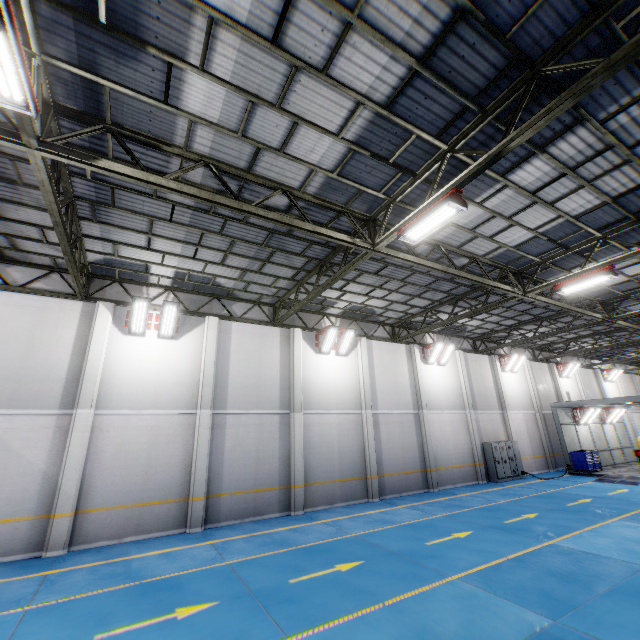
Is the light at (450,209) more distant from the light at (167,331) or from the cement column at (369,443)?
the cement column at (369,443)

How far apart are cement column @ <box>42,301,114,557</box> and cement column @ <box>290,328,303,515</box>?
7.2m

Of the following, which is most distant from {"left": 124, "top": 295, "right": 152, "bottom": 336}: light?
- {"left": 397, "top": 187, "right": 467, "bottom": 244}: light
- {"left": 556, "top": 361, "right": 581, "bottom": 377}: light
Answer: {"left": 556, "top": 361, "right": 581, "bottom": 377}: light

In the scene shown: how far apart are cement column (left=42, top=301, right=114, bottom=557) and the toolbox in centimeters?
2635cm

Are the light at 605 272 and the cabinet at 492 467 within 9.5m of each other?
no

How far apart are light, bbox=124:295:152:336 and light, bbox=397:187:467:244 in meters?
9.1 m

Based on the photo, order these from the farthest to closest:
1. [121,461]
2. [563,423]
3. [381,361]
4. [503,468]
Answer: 1. [563,423]
2. [503,468]
3. [381,361]
4. [121,461]

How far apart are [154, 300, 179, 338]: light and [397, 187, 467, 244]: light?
8.6m
